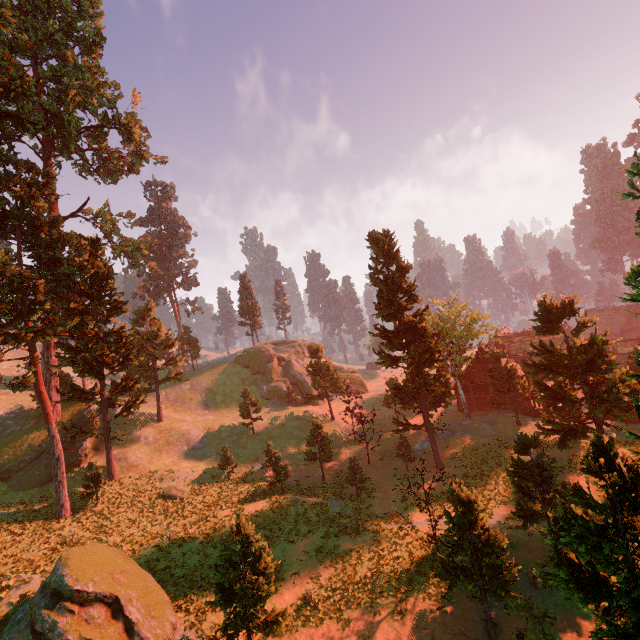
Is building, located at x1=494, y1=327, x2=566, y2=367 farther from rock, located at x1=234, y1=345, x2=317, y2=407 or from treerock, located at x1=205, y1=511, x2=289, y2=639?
rock, located at x1=234, y1=345, x2=317, y2=407

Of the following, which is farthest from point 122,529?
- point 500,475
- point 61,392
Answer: point 500,475

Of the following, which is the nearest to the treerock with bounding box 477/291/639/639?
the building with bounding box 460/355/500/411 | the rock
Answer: the building with bounding box 460/355/500/411

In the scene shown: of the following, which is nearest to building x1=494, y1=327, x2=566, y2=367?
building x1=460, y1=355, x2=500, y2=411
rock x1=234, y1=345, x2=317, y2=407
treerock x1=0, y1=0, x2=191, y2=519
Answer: treerock x1=0, y1=0, x2=191, y2=519

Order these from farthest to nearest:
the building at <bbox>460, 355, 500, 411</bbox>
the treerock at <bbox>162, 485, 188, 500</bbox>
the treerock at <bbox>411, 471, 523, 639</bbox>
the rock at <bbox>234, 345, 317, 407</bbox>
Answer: the rock at <bbox>234, 345, 317, 407</bbox>
the building at <bbox>460, 355, 500, 411</bbox>
the treerock at <bbox>162, 485, 188, 500</bbox>
the treerock at <bbox>411, 471, 523, 639</bbox>

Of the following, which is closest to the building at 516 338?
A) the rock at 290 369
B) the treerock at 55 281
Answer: the treerock at 55 281

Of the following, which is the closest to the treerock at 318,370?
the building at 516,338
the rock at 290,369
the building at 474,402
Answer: the building at 516,338
